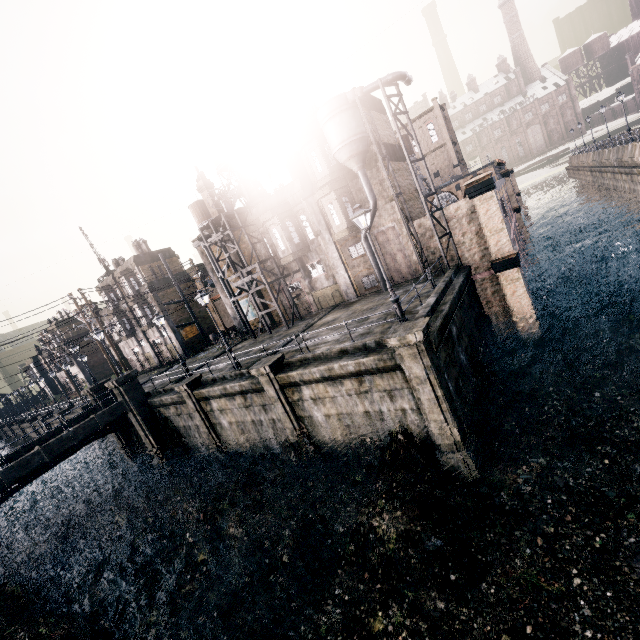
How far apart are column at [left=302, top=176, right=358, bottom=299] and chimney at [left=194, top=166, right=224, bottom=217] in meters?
9.4 m

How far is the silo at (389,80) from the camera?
20.5m

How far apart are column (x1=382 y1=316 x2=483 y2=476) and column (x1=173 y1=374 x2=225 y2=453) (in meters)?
15.49

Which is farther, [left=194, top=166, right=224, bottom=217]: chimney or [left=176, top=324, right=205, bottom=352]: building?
[left=176, top=324, right=205, bottom=352]: building

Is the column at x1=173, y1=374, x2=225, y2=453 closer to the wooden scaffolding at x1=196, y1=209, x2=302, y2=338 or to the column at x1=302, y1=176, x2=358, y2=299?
the wooden scaffolding at x1=196, y1=209, x2=302, y2=338

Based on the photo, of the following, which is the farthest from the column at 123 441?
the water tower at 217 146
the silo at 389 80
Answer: the silo at 389 80

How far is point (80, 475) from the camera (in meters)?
32.03

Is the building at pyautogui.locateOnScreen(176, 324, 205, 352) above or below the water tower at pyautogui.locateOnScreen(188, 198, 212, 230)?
below
